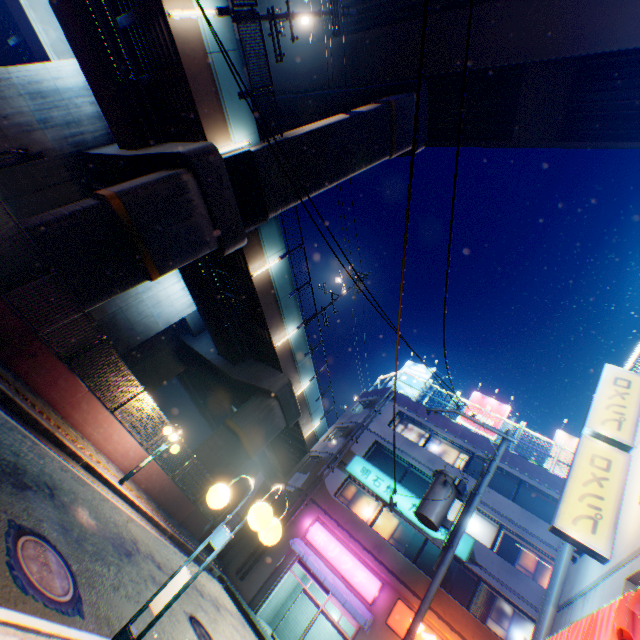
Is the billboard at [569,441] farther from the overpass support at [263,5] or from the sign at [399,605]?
the overpass support at [263,5]

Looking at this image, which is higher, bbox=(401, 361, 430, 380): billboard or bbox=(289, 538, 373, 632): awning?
bbox=(401, 361, 430, 380): billboard

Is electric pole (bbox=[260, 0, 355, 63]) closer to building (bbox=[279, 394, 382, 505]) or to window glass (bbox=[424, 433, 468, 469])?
building (bbox=[279, 394, 382, 505])

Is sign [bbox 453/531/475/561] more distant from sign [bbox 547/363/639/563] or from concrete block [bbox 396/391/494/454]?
sign [bbox 547/363/639/563]

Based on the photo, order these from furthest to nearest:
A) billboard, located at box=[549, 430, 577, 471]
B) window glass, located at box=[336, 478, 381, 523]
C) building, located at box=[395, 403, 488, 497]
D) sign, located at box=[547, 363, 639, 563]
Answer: billboard, located at box=[549, 430, 577, 471] → building, located at box=[395, 403, 488, 497] → window glass, located at box=[336, 478, 381, 523] → sign, located at box=[547, 363, 639, 563]

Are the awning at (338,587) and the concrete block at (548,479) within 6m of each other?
no

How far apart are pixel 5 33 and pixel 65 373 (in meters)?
26.18

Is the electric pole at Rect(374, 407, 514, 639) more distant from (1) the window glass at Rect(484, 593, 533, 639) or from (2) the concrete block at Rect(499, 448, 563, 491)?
(2) the concrete block at Rect(499, 448, 563, 491)
